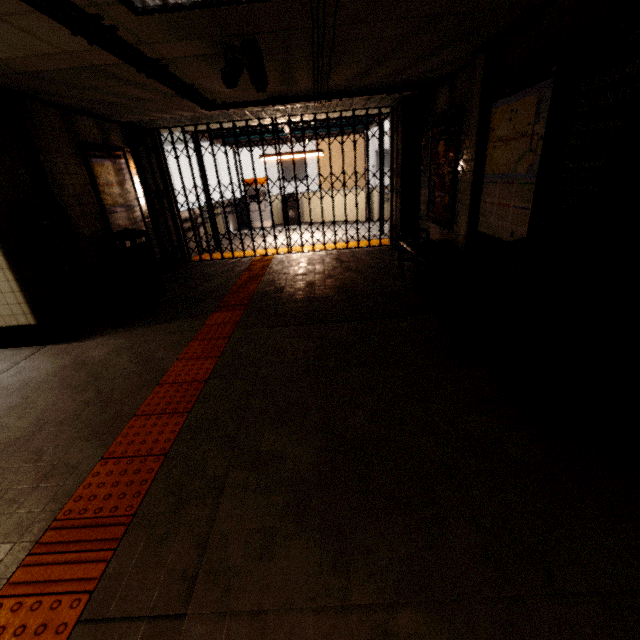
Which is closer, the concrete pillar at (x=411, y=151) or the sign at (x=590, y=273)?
the sign at (x=590, y=273)

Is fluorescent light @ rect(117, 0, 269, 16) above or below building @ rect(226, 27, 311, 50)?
below

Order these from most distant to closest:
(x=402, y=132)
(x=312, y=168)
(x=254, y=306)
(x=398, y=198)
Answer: (x=312, y=168) < (x=398, y=198) < (x=402, y=132) < (x=254, y=306)

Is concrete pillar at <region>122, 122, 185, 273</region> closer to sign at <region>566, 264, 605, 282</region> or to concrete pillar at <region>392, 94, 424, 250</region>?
concrete pillar at <region>392, 94, 424, 250</region>

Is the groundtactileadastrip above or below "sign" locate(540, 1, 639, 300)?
below

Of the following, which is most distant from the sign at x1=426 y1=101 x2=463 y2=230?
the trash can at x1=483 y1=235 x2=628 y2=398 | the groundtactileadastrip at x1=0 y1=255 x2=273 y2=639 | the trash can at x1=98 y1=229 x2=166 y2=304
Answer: the trash can at x1=98 y1=229 x2=166 y2=304

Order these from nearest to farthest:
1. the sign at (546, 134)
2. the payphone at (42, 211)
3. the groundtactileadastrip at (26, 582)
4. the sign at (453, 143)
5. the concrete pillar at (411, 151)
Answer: the groundtactileadastrip at (26, 582), the sign at (546, 134), the payphone at (42, 211), the sign at (453, 143), the concrete pillar at (411, 151)

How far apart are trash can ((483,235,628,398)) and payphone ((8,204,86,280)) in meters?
4.9
